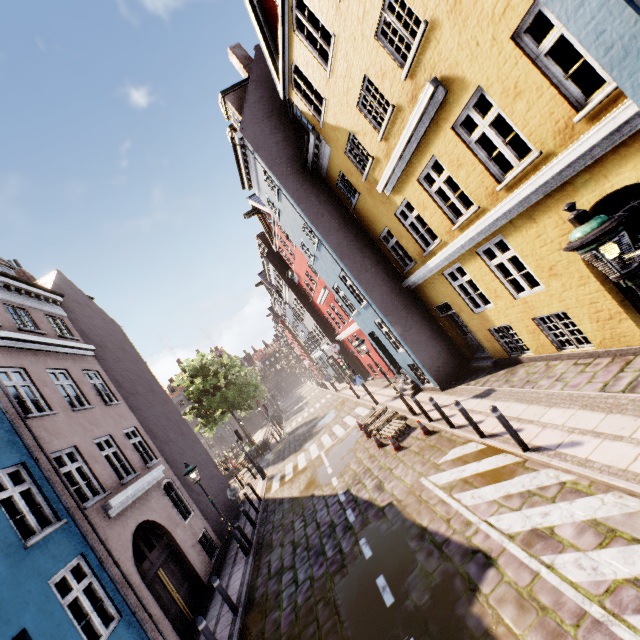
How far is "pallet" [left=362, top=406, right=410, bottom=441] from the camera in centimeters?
1188cm

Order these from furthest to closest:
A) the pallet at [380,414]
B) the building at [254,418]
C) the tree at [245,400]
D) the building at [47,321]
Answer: the building at [254,418]
the tree at [245,400]
the pallet at [380,414]
the building at [47,321]

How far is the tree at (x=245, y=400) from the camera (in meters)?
28.62

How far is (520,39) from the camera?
5.38m

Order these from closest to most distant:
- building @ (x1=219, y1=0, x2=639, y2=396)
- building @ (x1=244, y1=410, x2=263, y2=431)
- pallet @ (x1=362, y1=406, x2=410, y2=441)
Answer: building @ (x1=219, y1=0, x2=639, y2=396)
pallet @ (x1=362, y1=406, x2=410, y2=441)
building @ (x1=244, y1=410, x2=263, y2=431)

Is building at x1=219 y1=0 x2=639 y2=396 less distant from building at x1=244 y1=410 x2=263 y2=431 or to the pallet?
the pallet

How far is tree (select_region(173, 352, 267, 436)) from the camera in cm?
2862

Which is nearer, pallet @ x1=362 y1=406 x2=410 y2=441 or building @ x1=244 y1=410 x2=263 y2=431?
pallet @ x1=362 y1=406 x2=410 y2=441
